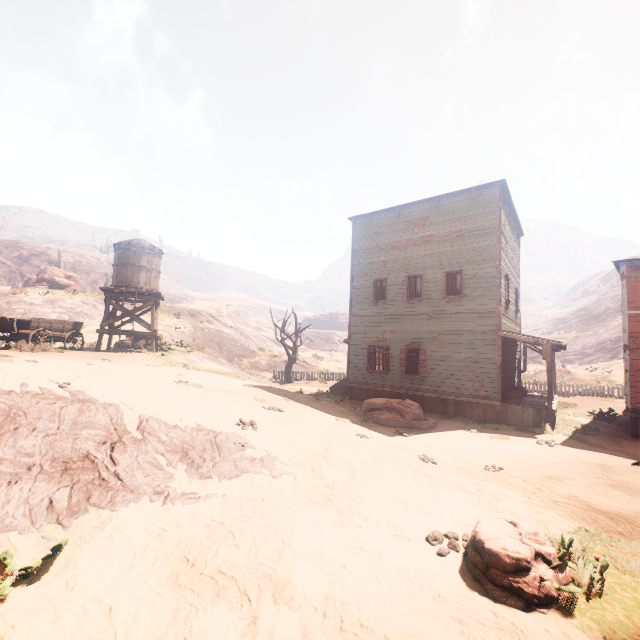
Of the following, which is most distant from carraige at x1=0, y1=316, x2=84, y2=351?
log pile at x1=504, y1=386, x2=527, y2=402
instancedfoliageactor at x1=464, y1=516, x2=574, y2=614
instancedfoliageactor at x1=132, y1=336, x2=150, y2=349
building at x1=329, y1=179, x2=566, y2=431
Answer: log pile at x1=504, y1=386, x2=527, y2=402

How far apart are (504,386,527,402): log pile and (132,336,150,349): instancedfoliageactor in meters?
21.6 m

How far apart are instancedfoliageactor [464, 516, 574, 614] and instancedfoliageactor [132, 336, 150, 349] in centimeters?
2229cm

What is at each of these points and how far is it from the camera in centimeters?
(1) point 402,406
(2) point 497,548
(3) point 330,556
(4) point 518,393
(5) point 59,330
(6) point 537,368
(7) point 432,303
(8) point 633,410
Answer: (1) instancedfoliageactor, 1390cm
(2) instancedfoliageactor, 429cm
(3) z, 477cm
(4) log pile, 1460cm
(5) carraige, 1600cm
(6) z, 4444cm
(7) building, 1642cm
(8) building, 1262cm

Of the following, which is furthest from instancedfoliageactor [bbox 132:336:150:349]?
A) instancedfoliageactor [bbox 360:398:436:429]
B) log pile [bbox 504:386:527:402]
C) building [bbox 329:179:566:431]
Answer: log pile [bbox 504:386:527:402]

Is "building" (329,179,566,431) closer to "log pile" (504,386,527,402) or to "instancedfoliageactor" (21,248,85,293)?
"log pile" (504,386,527,402)

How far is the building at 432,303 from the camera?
14.6 meters

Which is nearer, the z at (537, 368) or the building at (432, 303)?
the building at (432, 303)
